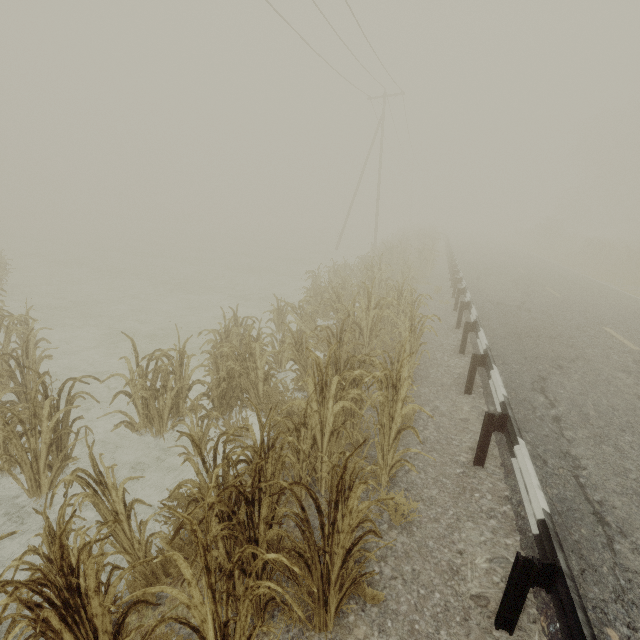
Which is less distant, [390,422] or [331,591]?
[331,591]
